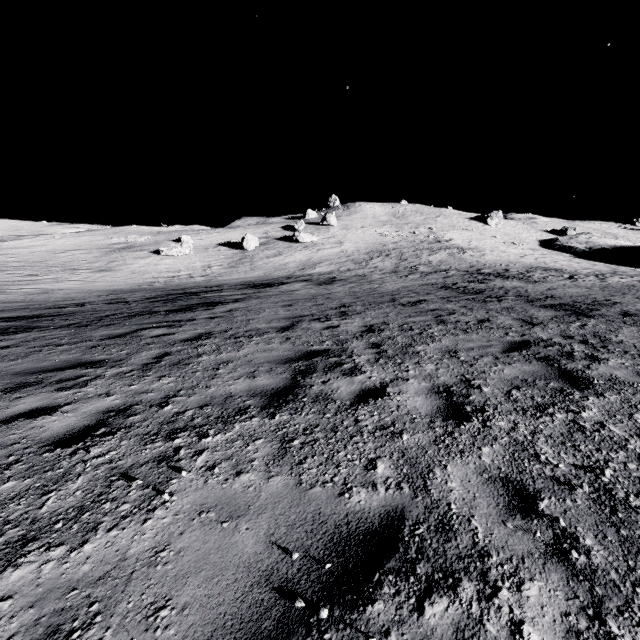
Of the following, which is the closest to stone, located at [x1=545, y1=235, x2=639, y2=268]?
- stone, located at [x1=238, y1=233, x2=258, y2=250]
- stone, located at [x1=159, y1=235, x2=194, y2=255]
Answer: stone, located at [x1=238, y1=233, x2=258, y2=250]

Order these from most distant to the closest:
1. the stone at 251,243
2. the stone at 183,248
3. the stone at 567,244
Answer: the stone at 567,244 → the stone at 251,243 → the stone at 183,248

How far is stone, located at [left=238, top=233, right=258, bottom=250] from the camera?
41.44m

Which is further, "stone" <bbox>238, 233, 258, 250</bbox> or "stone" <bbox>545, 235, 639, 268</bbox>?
"stone" <bbox>545, 235, 639, 268</bbox>

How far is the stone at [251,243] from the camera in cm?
4144

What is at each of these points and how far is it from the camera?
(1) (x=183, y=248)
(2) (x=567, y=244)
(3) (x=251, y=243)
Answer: (1) stone, 38.4m
(2) stone, 51.7m
(3) stone, 41.7m

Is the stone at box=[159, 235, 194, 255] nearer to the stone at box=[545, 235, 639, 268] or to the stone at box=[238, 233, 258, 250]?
the stone at box=[238, 233, 258, 250]
